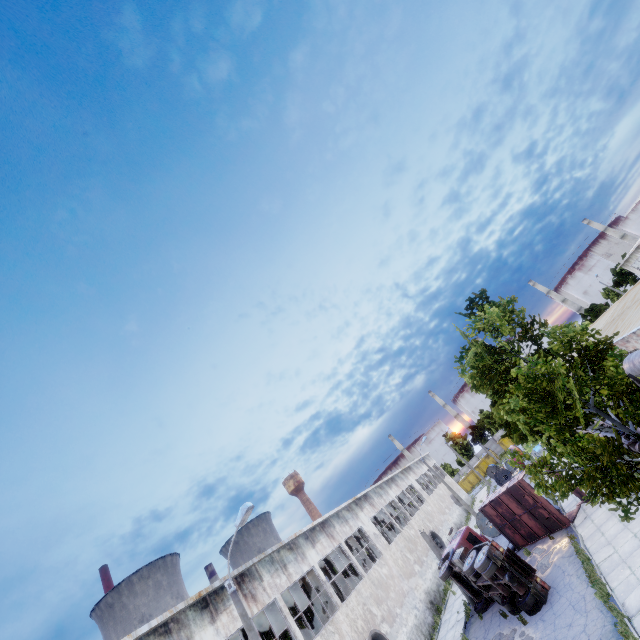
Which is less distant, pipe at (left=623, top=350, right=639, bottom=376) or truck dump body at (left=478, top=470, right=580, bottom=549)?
pipe at (left=623, top=350, right=639, bottom=376)

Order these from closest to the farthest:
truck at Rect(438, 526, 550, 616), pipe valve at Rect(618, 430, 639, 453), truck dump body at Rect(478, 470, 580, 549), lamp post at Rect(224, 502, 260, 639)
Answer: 1. lamp post at Rect(224, 502, 260, 639)
2. truck at Rect(438, 526, 550, 616)
3. pipe valve at Rect(618, 430, 639, 453)
4. truck dump body at Rect(478, 470, 580, 549)

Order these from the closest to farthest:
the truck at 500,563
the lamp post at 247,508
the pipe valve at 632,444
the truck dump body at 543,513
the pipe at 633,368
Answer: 1. the pipe at 633,368
2. the lamp post at 247,508
3. the truck at 500,563
4. the pipe valve at 632,444
5. the truck dump body at 543,513

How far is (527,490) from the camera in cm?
1975

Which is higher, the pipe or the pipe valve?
the pipe

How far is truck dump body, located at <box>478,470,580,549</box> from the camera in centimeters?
1903cm

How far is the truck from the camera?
14.86m

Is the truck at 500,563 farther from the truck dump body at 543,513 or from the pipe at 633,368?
the pipe at 633,368
